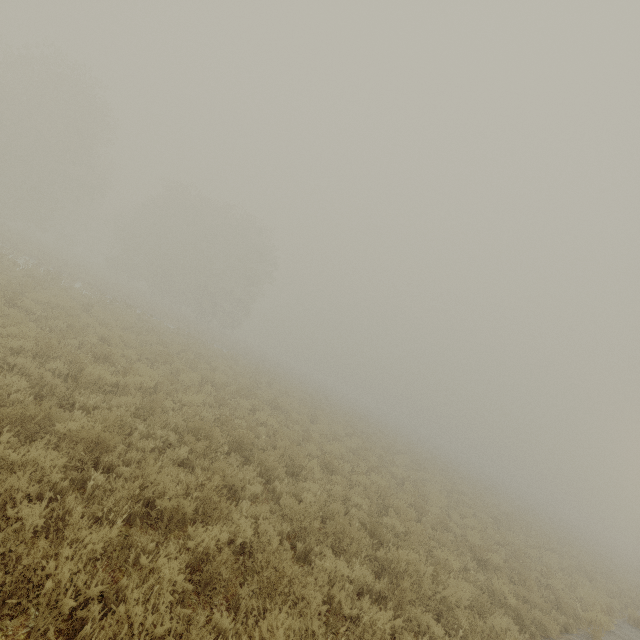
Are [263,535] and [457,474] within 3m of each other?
no
